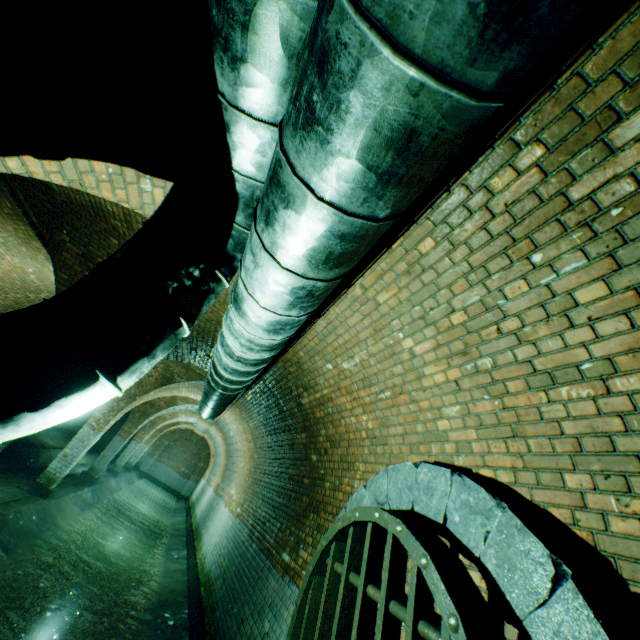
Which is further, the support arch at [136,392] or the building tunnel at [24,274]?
the support arch at [136,392]

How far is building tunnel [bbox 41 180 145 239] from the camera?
4.0 meters

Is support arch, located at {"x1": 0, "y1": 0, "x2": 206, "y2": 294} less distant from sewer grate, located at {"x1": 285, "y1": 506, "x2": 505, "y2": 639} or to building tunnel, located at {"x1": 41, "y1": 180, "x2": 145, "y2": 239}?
building tunnel, located at {"x1": 41, "y1": 180, "x2": 145, "y2": 239}

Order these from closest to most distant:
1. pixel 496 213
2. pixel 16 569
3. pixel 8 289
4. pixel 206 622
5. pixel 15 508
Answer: pixel 496 213 < pixel 16 569 < pixel 206 622 < pixel 15 508 < pixel 8 289

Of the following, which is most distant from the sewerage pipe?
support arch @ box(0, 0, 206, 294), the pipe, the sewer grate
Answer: support arch @ box(0, 0, 206, 294)

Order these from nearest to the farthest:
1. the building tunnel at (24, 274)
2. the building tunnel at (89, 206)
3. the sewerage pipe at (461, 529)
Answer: the sewerage pipe at (461, 529) < the building tunnel at (89, 206) < the building tunnel at (24, 274)

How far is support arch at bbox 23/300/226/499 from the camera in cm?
632

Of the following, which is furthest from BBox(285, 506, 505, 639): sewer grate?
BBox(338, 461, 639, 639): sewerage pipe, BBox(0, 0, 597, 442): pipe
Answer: BBox(0, 0, 597, 442): pipe
